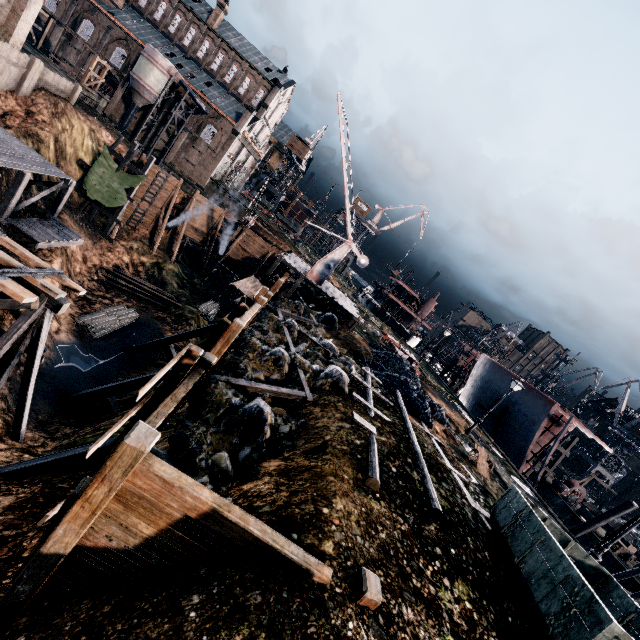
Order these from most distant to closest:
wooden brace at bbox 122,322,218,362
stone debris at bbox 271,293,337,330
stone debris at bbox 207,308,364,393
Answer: wooden brace at bbox 122,322,218,362
stone debris at bbox 271,293,337,330
stone debris at bbox 207,308,364,393

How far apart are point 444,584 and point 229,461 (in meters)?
5.61

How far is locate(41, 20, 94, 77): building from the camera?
51.59m

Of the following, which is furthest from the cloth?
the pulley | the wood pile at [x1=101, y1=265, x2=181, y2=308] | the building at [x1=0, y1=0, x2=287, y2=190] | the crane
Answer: the pulley

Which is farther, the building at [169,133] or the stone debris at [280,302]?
the building at [169,133]

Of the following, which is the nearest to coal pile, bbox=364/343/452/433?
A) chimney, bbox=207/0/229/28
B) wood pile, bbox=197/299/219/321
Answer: wood pile, bbox=197/299/219/321

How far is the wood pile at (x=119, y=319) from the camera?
26.5m
